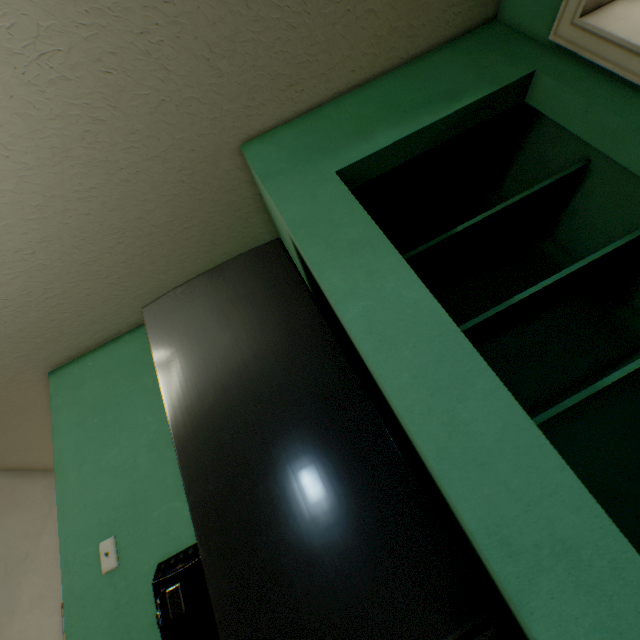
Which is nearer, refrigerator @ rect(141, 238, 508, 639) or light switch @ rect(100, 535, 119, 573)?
refrigerator @ rect(141, 238, 508, 639)

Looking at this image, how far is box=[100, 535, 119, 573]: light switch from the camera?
1.46m

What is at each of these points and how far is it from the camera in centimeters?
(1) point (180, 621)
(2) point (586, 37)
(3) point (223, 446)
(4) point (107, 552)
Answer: (1) coffee machine, 101cm
(2) door frame, 116cm
(3) refrigerator, 93cm
(4) light switch, 148cm

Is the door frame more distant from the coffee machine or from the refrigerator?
the coffee machine

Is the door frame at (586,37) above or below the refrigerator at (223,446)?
above

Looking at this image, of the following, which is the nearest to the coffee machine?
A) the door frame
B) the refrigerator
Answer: the refrigerator

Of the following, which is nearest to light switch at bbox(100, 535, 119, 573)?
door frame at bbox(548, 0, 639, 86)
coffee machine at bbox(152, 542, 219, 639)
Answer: coffee machine at bbox(152, 542, 219, 639)

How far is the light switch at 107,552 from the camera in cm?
146
